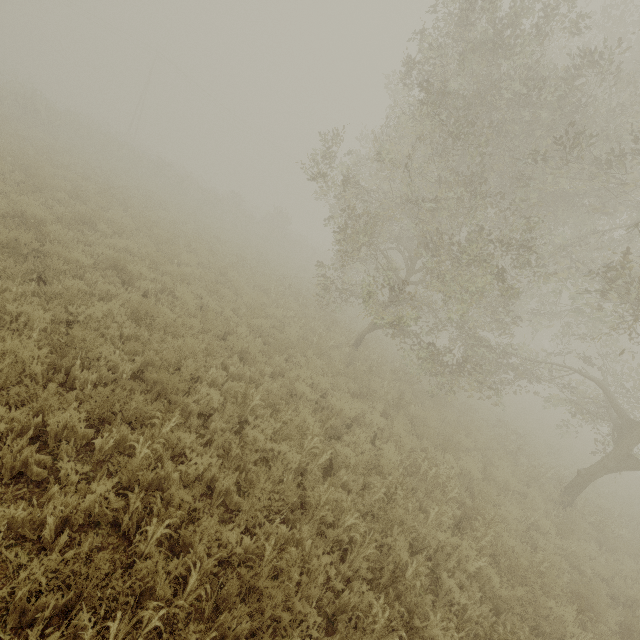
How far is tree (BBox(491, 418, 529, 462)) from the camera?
11.6 meters

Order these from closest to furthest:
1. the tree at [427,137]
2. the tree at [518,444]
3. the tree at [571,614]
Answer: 1. the tree at [571,614]
2. the tree at [427,137]
3. the tree at [518,444]

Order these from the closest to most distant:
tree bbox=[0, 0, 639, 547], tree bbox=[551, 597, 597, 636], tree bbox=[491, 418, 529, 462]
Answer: tree bbox=[551, 597, 597, 636] → tree bbox=[0, 0, 639, 547] → tree bbox=[491, 418, 529, 462]

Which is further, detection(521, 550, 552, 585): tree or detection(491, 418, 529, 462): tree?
detection(491, 418, 529, 462): tree

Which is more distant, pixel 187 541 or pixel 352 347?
pixel 352 347

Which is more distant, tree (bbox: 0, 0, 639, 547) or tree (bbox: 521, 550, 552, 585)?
tree (bbox: 0, 0, 639, 547)

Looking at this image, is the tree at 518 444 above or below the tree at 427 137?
below
